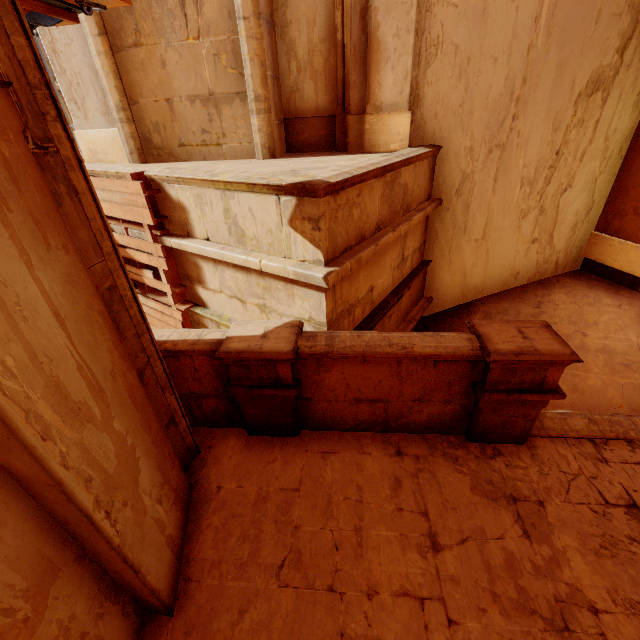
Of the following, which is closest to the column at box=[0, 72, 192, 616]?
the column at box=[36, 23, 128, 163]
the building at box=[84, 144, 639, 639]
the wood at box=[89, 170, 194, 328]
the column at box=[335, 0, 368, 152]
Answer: the building at box=[84, 144, 639, 639]

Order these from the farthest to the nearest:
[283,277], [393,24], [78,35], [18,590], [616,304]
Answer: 1. [616,304]
2. [78,35]
3. [393,24]
4. [283,277]
5. [18,590]

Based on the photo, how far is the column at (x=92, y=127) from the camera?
5.2 meters

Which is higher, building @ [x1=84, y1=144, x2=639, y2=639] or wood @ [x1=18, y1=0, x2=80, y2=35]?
wood @ [x1=18, y1=0, x2=80, y2=35]

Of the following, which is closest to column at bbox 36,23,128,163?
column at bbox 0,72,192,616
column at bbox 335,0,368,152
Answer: column at bbox 335,0,368,152

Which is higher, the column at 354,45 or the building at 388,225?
the column at 354,45

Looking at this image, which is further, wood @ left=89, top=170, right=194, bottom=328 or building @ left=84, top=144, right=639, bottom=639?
wood @ left=89, top=170, right=194, bottom=328

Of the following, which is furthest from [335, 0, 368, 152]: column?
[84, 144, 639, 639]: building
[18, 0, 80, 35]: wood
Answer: [18, 0, 80, 35]: wood
